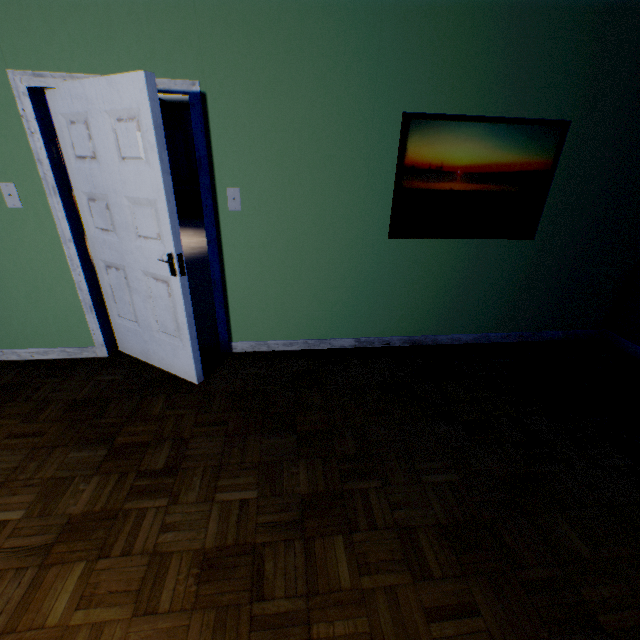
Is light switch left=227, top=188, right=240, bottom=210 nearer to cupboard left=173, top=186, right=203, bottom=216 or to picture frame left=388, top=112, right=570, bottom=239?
picture frame left=388, top=112, right=570, bottom=239

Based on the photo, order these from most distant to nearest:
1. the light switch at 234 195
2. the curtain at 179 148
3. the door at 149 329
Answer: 1. the curtain at 179 148
2. the light switch at 234 195
3. the door at 149 329

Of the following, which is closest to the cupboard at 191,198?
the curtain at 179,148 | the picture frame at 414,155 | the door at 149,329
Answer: the curtain at 179,148

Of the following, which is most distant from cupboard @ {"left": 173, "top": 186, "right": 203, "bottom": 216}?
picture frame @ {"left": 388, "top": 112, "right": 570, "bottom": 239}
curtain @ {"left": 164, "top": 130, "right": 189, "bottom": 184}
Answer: picture frame @ {"left": 388, "top": 112, "right": 570, "bottom": 239}

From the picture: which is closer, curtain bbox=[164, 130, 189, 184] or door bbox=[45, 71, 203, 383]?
door bbox=[45, 71, 203, 383]

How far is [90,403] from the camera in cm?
254

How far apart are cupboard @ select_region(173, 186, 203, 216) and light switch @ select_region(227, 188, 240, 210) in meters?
9.4 m

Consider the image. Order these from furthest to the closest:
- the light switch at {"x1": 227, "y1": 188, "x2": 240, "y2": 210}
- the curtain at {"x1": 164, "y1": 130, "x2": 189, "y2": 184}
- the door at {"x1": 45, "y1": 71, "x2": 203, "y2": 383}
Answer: the curtain at {"x1": 164, "y1": 130, "x2": 189, "y2": 184} → the light switch at {"x1": 227, "y1": 188, "x2": 240, "y2": 210} → the door at {"x1": 45, "y1": 71, "x2": 203, "y2": 383}
